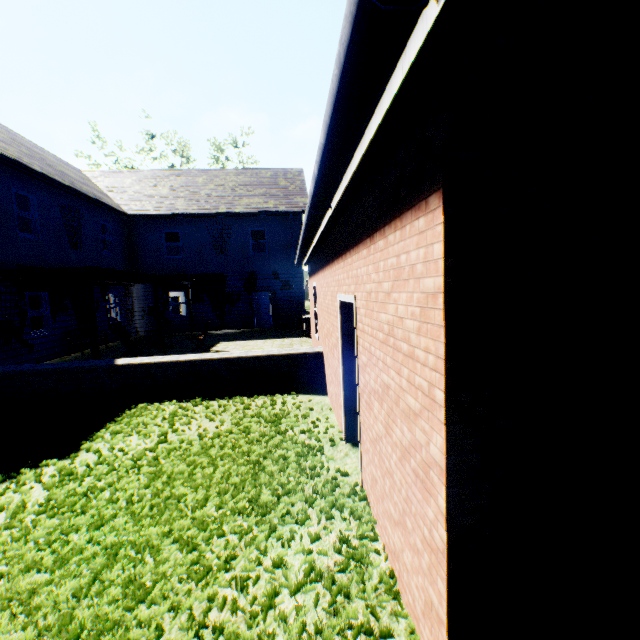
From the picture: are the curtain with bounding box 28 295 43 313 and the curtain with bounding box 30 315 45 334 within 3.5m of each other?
yes

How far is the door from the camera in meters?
19.2

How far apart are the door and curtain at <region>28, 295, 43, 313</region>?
10.1 meters

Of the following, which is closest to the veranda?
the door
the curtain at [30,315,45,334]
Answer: the curtain at [30,315,45,334]

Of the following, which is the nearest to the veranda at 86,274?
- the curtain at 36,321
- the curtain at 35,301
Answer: the curtain at 35,301

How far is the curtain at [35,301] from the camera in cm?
1164

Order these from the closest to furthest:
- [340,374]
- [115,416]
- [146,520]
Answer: [146,520]
[340,374]
[115,416]

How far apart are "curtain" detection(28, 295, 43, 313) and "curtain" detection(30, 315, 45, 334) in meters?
0.1 m
